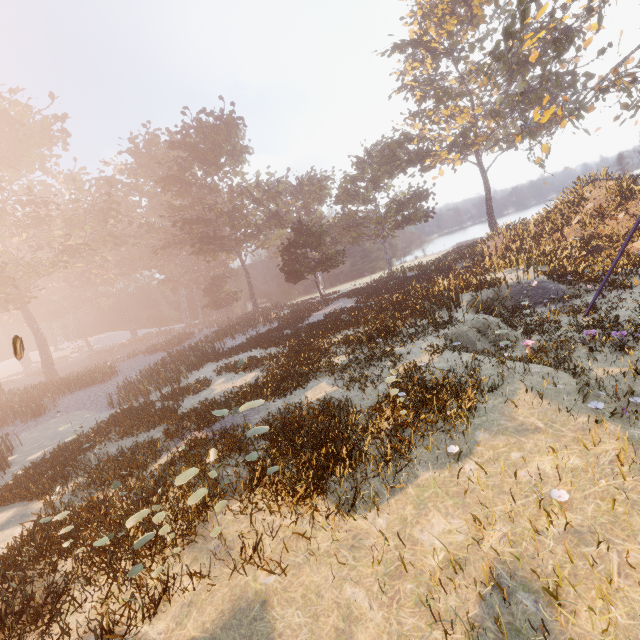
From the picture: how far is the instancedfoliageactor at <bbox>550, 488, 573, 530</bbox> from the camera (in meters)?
4.38

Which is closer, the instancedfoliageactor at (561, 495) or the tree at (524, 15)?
the instancedfoliageactor at (561, 495)

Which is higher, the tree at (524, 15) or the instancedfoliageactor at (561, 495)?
the tree at (524, 15)

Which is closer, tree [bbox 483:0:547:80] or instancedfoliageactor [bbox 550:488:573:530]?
instancedfoliageactor [bbox 550:488:573:530]

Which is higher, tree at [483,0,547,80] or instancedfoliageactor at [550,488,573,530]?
tree at [483,0,547,80]

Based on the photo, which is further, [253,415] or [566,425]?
[253,415]
